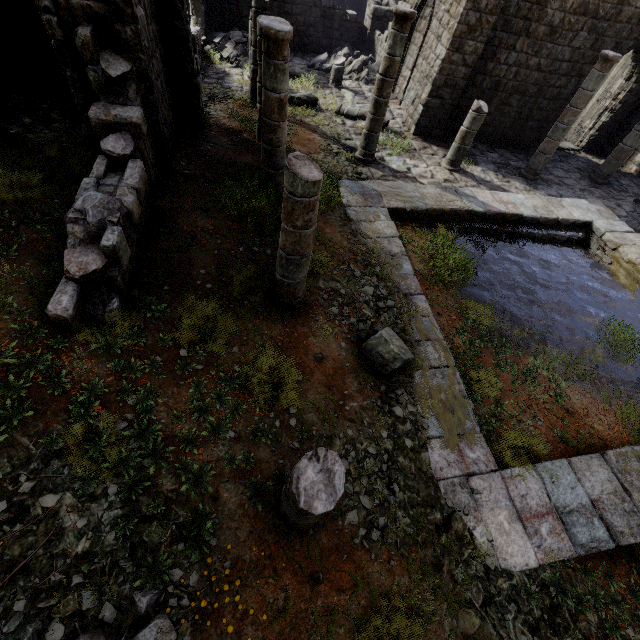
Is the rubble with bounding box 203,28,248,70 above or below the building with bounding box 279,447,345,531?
below

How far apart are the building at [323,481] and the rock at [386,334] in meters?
2.1 m

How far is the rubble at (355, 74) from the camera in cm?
1650

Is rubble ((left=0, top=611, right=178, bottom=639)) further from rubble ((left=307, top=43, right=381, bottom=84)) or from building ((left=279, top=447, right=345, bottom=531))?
rubble ((left=307, top=43, right=381, bottom=84))

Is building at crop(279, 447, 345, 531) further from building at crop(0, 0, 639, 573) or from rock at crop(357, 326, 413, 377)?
building at crop(0, 0, 639, 573)

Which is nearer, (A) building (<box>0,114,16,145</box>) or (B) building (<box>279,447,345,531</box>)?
(B) building (<box>279,447,345,531</box>)

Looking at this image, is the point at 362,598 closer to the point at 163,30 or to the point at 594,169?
the point at 163,30

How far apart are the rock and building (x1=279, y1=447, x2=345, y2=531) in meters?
2.1
